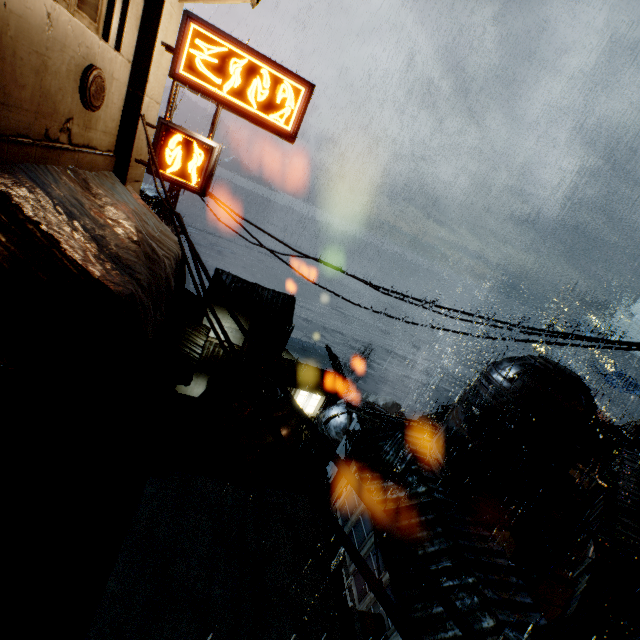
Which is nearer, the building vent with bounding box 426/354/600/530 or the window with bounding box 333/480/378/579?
the building vent with bounding box 426/354/600/530

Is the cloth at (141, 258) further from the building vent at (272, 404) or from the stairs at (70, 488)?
the building vent at (272, 404)

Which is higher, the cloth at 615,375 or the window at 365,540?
the cloth at 615,375

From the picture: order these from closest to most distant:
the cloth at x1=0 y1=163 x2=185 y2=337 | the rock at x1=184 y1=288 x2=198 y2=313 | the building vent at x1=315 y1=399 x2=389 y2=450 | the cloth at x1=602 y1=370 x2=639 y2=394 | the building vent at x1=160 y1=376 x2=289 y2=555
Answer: the cloth at x1=0 y1=163 x2=185 y2=337 → the building vent at x1=160 y1=376 x2=289 y2=555 → the building vent at x1=315 y1=399 x2=389 y2=450 → the cloth at x1=602 y1=370 x2=639 y2=394 → the rock at x1=184 y1=288 x2=198 y2=313

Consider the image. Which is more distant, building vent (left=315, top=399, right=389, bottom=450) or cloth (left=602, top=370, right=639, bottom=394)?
cloth (left=602, top=370, right=639, bottom=394)

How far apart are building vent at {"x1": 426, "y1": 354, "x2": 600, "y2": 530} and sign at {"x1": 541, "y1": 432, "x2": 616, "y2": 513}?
0.0m

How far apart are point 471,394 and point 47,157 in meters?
15.5 m

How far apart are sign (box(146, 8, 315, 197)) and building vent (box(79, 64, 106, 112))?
1.7 meters
